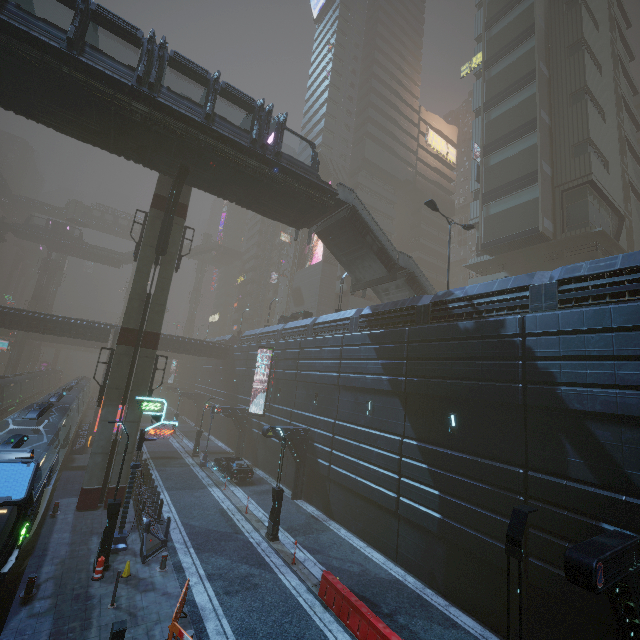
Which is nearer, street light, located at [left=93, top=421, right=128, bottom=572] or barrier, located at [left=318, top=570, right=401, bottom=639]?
barrier, located at [left=318, top=570, right=401, bottom=639]

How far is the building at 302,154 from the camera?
55.5 meters

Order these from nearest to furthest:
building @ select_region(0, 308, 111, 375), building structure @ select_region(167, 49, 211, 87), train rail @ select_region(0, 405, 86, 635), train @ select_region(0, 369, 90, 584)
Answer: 1. train @ select_region(0, 369, 90, 584)
2. train rail @ select_region(0, 405, 86, 635)
3. building structure @ select_region(167, 49, 211, 87)
4. building @ select_region(0, 308, 111, 375)

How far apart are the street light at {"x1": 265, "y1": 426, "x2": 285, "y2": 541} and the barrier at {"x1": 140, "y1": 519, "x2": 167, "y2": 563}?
4.7 meters

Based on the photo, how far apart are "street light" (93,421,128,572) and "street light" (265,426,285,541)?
6.7m

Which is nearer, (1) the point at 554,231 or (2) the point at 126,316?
(2) the point at 126,316

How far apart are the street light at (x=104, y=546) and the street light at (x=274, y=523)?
6.7 meters

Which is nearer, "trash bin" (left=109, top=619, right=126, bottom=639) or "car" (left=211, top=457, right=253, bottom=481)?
"trash bin" (left=109, top=619, right=126, bottom=639)
